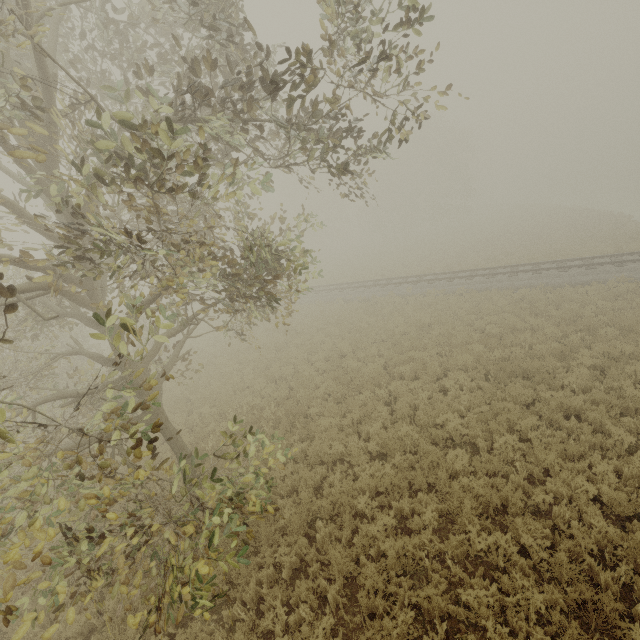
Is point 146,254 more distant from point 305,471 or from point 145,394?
point 305,471

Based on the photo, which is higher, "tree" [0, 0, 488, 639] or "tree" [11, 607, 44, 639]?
"tree" [0, 0, 488, 639]

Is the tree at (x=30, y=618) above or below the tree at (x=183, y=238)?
below
